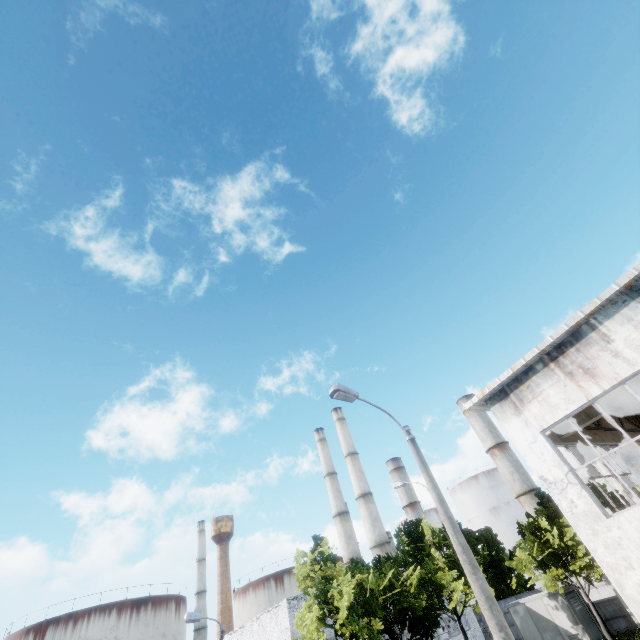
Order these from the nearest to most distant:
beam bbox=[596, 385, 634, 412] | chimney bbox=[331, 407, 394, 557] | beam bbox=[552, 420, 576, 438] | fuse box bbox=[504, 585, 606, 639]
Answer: beam bbox=[596, 385, 634, 412] → beam bbox=[552, 420, 576, 438] → fuse box bbox=[504, 585, 606, 639] → chimney bbox=[331, 407, 394, 557]

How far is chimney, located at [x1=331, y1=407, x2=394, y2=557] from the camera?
42.2 meters

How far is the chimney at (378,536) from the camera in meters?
42.2 m

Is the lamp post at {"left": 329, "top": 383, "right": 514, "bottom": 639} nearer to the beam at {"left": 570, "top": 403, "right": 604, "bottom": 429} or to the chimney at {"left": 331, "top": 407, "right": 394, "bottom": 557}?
the beam at {"left": 570, "top": 403, "right": 604, "bottom": 429}

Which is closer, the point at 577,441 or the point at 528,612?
the point at 577,441

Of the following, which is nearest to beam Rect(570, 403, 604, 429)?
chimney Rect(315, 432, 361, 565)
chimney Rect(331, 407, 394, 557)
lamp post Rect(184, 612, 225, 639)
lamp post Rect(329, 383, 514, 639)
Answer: lamp post Rect(329, 383, 514, 639)

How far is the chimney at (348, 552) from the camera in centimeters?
4681cm

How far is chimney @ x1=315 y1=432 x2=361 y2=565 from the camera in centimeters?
4681cm
